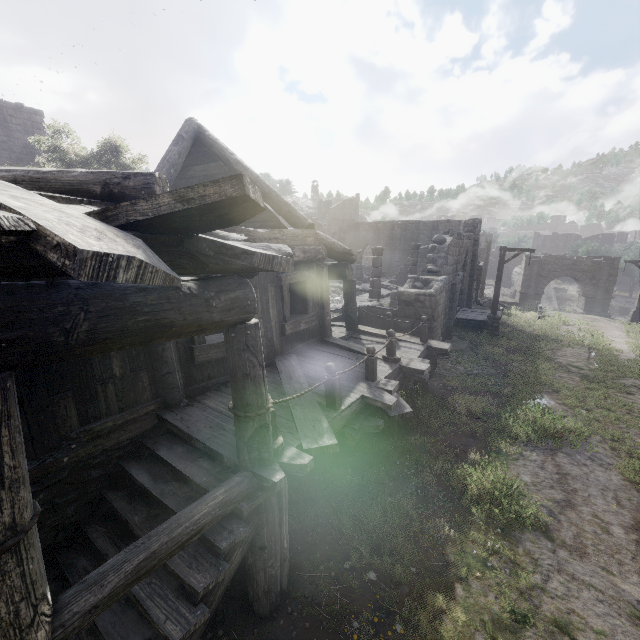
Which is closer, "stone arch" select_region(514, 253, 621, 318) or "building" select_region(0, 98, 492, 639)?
"building" select_region(0, 98, 492, 639)

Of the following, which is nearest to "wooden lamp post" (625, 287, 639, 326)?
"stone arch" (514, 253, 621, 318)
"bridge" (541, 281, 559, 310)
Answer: "stone arch" (514, 253, 621, 318)

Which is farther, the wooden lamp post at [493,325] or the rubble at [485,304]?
the rubble at [485,304]

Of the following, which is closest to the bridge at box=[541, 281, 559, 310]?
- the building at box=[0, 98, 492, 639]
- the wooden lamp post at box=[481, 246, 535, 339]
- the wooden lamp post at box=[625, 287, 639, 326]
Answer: the building at box=[0, 98, 492, 639]

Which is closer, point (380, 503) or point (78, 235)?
point (78, 235)

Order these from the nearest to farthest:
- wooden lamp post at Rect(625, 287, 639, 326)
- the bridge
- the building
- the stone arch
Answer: the building, wooden lamp post at Rect(625, 287, 639, 326), the stone arch, the bridge

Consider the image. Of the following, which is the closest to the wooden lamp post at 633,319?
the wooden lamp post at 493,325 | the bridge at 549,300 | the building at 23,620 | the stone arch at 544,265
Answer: the building at 23,620

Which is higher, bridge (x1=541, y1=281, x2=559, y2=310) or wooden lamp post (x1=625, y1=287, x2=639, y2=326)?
wooden lamp post (x1=625, y1=287, x2=639, y2=326)
